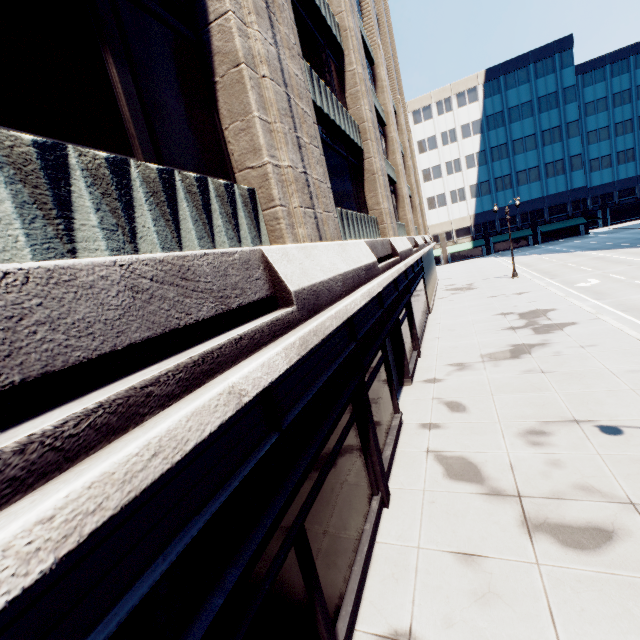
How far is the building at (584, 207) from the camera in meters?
54.2 m

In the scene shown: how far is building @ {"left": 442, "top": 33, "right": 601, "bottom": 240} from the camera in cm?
5422

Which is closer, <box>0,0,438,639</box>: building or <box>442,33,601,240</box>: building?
<box>0,0,438,639</box>: building

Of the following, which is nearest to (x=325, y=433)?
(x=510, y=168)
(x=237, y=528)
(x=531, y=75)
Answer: (x=237, y=528)

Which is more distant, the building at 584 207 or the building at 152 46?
the building at 584 207
